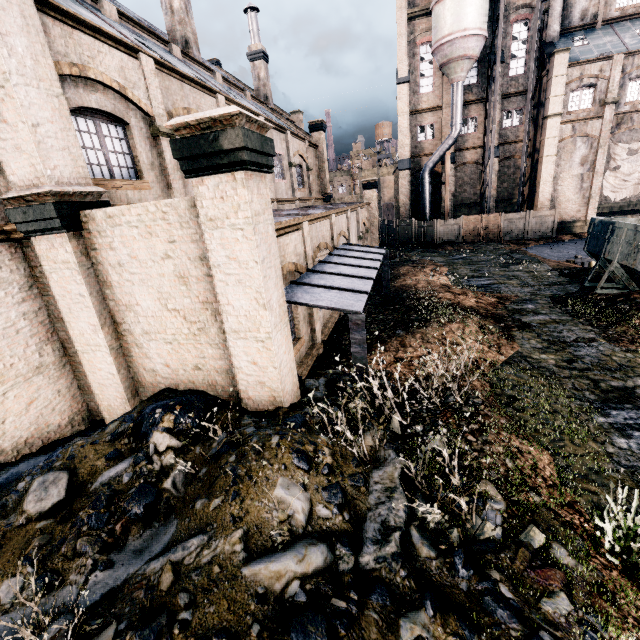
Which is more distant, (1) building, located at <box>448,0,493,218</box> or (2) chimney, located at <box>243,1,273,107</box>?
(1) building, located at <box>448,0,493,218</box>

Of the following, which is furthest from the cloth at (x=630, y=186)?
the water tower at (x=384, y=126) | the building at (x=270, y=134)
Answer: the water tower at (x=384, y=126)

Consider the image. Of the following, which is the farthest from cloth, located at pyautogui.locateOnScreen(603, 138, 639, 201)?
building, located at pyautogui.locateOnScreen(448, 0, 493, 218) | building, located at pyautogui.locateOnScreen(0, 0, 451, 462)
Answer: building, located at pyautogui.locateOnScreen(0, 0, 451, 462)

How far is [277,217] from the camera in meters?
12.4 m

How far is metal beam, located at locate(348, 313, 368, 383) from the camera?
7.49m

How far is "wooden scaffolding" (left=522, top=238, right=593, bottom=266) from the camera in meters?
24.6 m

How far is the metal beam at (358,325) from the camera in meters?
7.5 m

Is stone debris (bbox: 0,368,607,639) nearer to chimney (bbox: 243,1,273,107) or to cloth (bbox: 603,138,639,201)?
chimney (bbox: 243,1,273,107)
